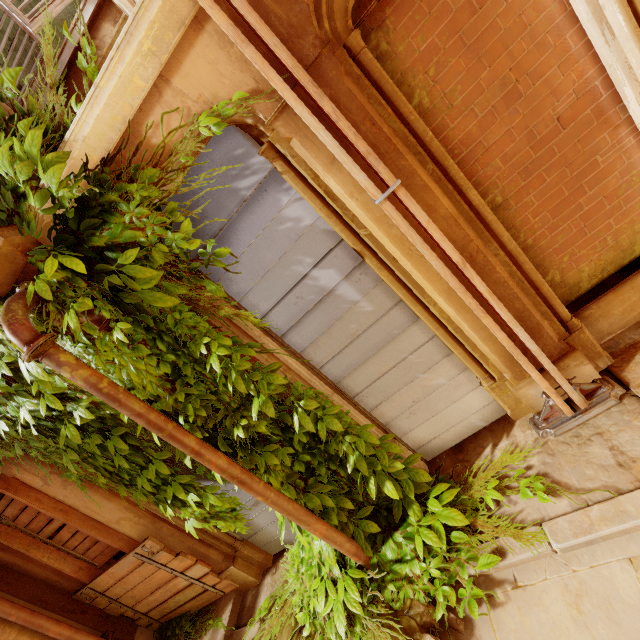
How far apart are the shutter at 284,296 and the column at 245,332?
0.00m

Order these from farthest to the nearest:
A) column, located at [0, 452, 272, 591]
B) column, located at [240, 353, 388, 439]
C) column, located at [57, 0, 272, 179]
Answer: column, located at [0, 452, 272, 591], column, located at [240, 353, 388, 439], column, located at [57, 0, 272, 179]

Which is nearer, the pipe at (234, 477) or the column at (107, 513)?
the pipe at (234, 477)

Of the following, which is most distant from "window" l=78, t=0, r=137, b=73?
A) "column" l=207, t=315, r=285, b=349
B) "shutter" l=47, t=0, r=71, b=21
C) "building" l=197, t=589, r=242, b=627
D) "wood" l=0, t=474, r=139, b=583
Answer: "building" l=197, t=589, r=242, b=627

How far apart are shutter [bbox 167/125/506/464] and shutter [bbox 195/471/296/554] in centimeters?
170cm

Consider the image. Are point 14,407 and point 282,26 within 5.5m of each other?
yes

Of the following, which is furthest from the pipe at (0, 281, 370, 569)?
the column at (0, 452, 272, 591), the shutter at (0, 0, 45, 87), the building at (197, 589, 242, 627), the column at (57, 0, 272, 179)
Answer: the building at (197, 589, 242, 627)

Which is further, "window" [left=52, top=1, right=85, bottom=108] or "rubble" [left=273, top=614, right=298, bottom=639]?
"rubble" [left=273, top=614, right=298, bottom=639]
